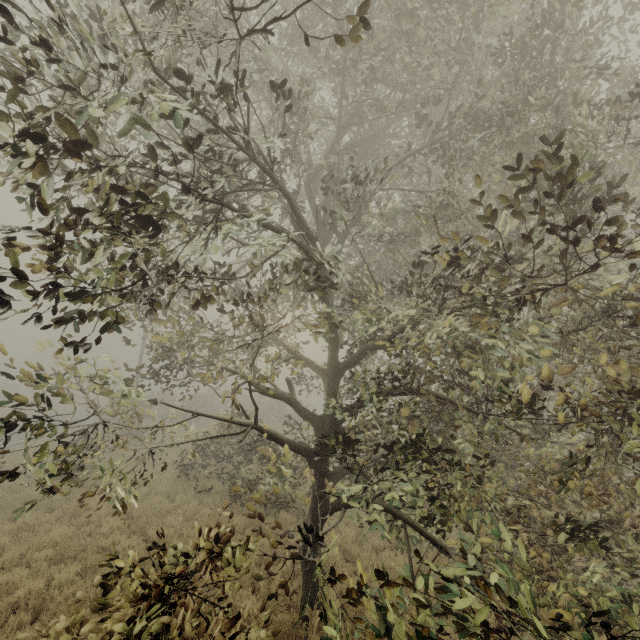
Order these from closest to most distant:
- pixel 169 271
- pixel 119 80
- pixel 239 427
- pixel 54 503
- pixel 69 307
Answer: pixel 119 80
pixel 169 271
pixel 54 503
pixel 239 427
pixel 69 307
